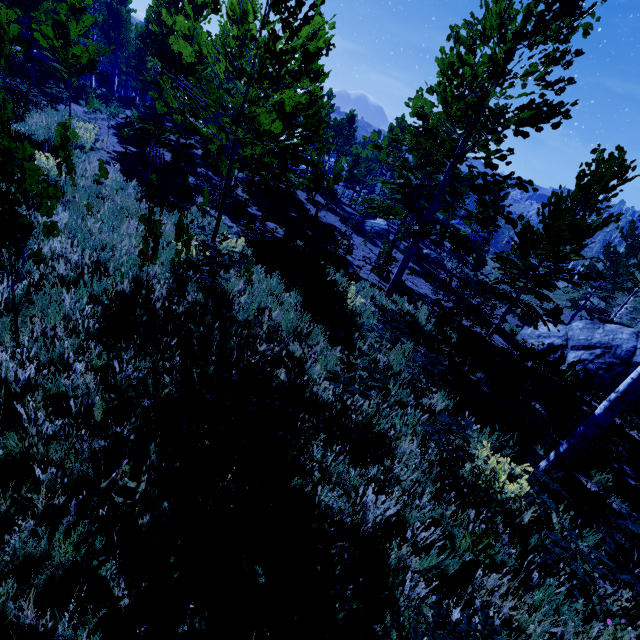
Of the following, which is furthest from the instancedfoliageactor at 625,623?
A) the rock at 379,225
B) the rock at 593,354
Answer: the rock at 593,354

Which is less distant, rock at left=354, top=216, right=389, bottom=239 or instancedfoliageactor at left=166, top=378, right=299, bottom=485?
instancedfoliageactor at left=166, top=378, right=299, bottom=485

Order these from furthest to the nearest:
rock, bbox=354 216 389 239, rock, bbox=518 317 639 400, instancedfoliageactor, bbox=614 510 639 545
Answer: rock, bbox=354 216 389 239
rock, bbox=518 317 639 400
instancedfoliageactor, bbox=614 510 639 545

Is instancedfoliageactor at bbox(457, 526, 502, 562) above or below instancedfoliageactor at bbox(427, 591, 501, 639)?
below

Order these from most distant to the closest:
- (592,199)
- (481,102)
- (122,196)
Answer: (592,199), (122,196), (481,102)

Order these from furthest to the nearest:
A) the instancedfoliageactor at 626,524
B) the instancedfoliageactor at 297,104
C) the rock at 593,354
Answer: the rock at 593,354, the instancedfoliageactor at 297,104, the instancedfoliageactor at 626,524

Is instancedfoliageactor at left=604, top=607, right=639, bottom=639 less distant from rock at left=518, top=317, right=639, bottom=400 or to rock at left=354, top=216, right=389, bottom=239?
rock at left=354, top=216, right=389, bottom=239
